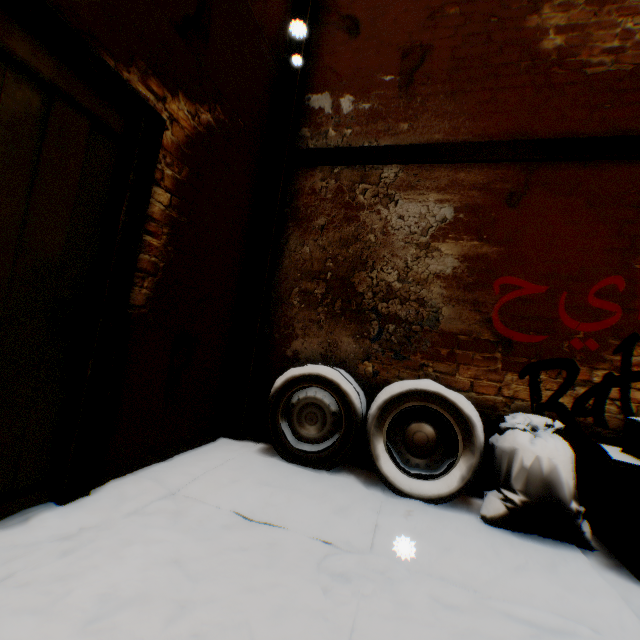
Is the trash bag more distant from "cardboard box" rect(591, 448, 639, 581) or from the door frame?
the door frame

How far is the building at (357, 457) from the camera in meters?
3.1 m

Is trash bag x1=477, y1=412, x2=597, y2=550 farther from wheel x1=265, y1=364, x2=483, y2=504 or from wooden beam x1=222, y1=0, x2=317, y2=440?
wooden beam x1=222, y1=0, x2=317, y2=440

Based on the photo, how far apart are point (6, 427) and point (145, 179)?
1.6 meters

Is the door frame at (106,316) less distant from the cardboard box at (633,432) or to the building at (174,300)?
the building at (174,300)

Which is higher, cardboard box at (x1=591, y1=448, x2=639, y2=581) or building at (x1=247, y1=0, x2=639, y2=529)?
building at (x1=247, y1=0, x2=639, y2=529)

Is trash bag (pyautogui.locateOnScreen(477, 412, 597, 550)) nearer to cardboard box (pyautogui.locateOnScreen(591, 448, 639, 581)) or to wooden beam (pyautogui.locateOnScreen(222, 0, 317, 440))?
cardboard box (pyautogui.locateOnScreen(591, 448, 639, 581))

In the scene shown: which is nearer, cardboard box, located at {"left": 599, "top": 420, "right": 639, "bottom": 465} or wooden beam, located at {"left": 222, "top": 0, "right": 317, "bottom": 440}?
cardboard box, located at {"left": 599, "top": 420, "right": 639, "bottom": 465}
